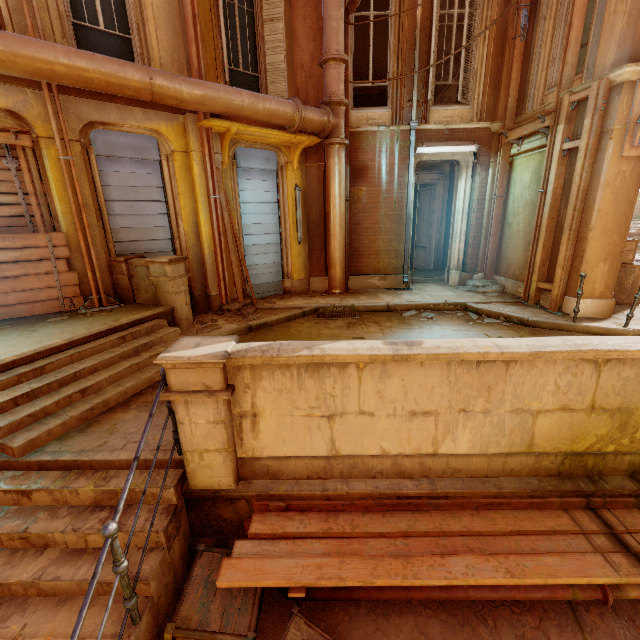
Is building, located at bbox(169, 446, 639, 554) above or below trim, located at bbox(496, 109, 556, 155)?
below

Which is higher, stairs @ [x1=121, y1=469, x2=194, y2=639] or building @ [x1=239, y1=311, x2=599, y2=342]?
building @ [x1=239, y1=311, x2=599, y2=342]

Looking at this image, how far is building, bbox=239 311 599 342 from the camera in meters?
6.4 m

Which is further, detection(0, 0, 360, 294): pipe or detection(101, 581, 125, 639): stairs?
detection(0, 0, 360, 294): pipe

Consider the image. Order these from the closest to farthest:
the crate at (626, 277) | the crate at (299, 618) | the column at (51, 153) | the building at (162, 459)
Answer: the crate at (299, 618) < the building at (162, 459) < the column at (51, 153) < the crate at (626, 277)

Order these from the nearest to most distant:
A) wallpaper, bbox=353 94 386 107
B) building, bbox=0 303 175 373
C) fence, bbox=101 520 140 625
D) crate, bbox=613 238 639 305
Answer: fence, bbox=101 520 140 625 < building, bbox=0 303 175 373 < crate, bbox=613 238 639 305 < wallpaper, bbox=353 94 386 107

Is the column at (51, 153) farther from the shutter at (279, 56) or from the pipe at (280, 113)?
the shutter at (279, 56)

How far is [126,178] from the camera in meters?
6.7
